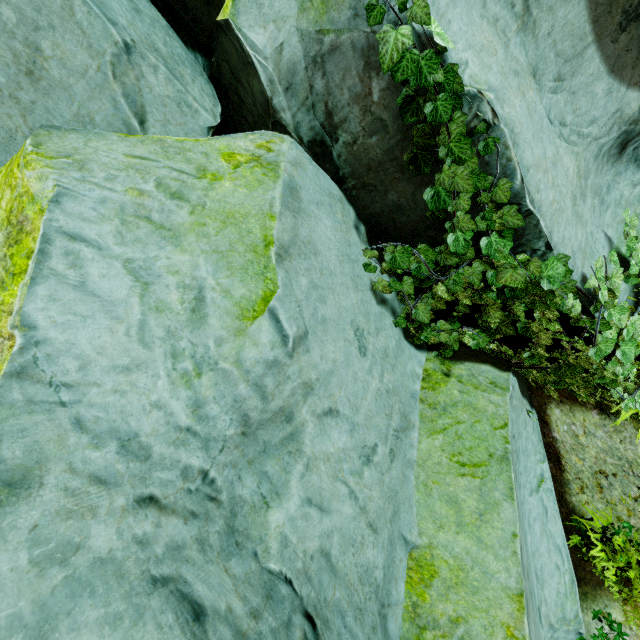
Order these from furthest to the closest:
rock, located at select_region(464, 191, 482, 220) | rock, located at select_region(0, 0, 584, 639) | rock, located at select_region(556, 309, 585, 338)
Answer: rock, located at select_region(556, 309, 585, 338) < rock, located at select_region(464, 191, 482, 220) < rock, located at select_region(0, 0, 584, 639)

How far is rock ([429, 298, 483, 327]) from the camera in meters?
3.1

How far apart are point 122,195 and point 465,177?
2.0m

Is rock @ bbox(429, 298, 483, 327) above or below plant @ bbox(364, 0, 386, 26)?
below

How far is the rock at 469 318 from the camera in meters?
3.1 m

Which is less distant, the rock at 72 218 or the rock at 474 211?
the rock at 72 218
